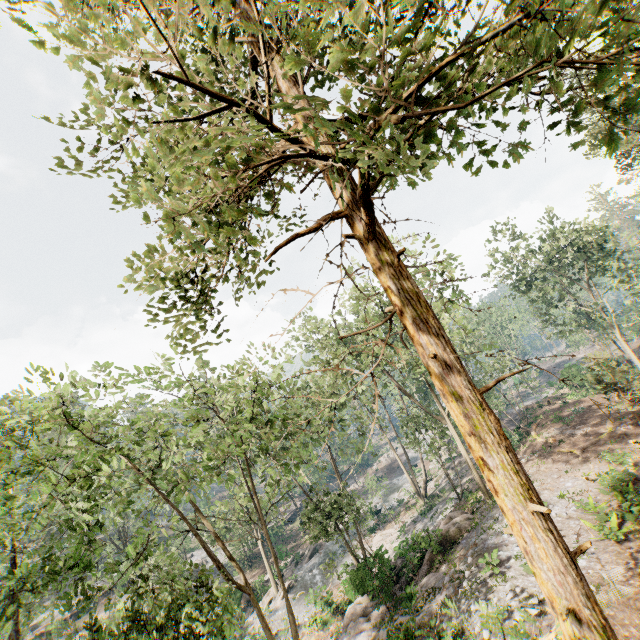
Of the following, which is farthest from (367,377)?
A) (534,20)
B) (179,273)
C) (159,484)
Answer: (534,20)

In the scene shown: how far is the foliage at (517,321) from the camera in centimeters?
5666cm

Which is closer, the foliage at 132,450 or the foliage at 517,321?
the foliage at 132,450

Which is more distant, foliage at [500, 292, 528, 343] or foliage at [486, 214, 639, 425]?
foliage at [500, 292, 528, 343]

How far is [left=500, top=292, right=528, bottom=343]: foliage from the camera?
56.7 meters

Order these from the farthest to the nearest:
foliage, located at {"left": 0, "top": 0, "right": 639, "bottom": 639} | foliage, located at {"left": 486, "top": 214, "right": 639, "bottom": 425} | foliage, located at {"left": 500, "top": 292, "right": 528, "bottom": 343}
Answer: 1. foliage, located at {"left": 500, "top": 292, "right": 528, "bottom": 343}
2. foliage, located at {"left": 486, "top": 214, "right": 639, "bottom": 425}
3. foliage, located at {"left": 0, "top": 0, "right": 639, "bottom": 639}
